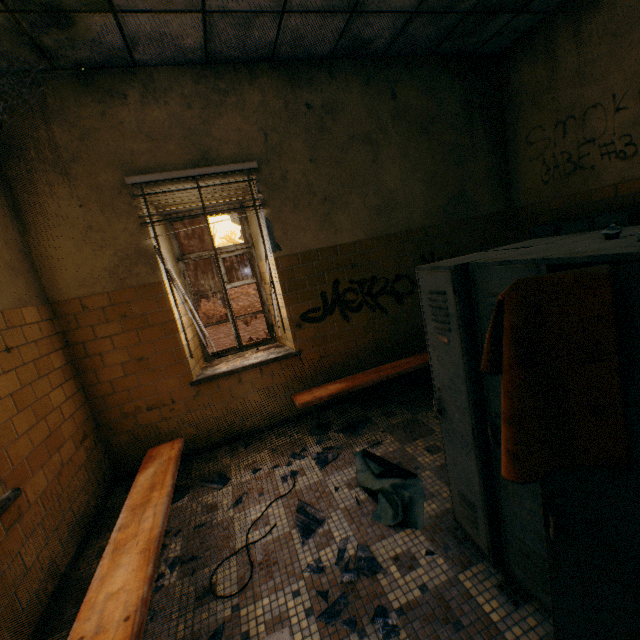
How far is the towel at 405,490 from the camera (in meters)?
2.24

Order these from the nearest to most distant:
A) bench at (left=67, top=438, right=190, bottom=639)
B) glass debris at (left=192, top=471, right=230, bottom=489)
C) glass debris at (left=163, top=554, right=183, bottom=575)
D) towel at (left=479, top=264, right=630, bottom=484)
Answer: towel at (left=479, top=264, right=630, bottom=484) < bench at (left=67, top=438, right=190, bottom=639) < glass debris at (left=163, top=554, right=183, bottom=575) < glass debris at (left=192, top=471, right=230, bottom=489)

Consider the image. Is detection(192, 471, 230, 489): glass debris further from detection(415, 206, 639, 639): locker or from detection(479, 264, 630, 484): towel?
detection(479, 264, 630, 484): towel

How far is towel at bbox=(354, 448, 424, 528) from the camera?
2.2 meters

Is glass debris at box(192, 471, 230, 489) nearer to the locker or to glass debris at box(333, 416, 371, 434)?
glass debris at box(333, 416, 371, 434)

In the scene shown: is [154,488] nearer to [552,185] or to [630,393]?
[630,393]

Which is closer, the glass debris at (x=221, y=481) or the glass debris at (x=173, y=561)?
the glass debris at (x=173, y=561)

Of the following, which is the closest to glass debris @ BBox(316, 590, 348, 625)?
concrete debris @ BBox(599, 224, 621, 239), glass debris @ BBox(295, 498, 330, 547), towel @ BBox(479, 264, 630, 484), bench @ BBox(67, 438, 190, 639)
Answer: glass debris @ BBox(295, 498, 330, 547)
